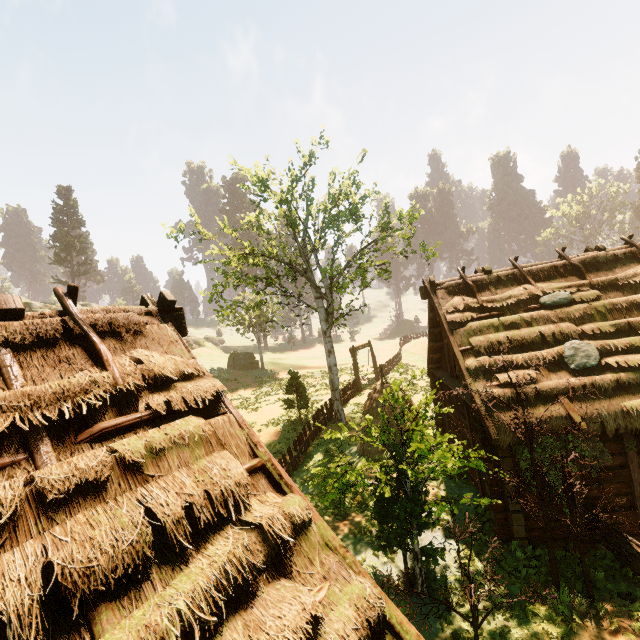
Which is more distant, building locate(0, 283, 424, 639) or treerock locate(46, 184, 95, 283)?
treerock locate(46, 184, 95, 283)

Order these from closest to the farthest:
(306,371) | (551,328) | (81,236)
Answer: (551,328), (306,371), (81,236)

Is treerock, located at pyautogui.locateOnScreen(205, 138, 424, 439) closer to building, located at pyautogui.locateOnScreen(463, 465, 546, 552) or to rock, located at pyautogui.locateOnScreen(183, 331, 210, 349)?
building, located at pyautogui.locateOnScreen(463, 465, 546, 552)

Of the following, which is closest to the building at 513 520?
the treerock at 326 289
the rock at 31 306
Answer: the treerock at 326 289

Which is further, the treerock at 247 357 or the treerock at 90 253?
the treerock at 90 253

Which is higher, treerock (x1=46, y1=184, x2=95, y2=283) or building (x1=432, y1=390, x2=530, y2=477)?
treerock (x1=46, y1=184, x2=95, y2=283)

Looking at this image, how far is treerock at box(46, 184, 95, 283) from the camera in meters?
41.2
